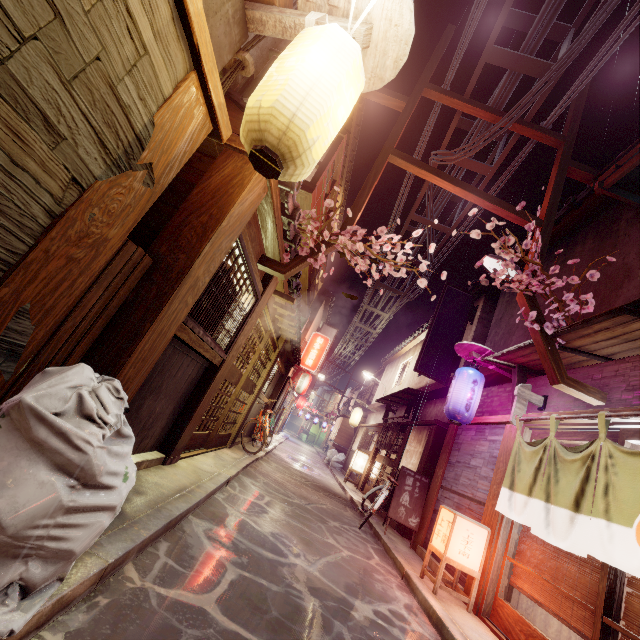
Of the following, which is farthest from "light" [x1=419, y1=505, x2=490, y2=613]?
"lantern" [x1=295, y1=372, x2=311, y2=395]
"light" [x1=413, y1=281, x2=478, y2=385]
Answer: "lantern" [x1=295, y1=372, x2=311, y2=395]

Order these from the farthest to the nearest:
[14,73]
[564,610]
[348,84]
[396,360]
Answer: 1. [396,360]
2. [564,610]
3. [348,84]
4. [14,73]

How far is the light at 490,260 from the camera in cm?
1089

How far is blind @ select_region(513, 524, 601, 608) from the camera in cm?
639

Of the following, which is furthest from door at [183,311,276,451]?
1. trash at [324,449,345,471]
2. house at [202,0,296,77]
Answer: trash at [324,449,345,471]

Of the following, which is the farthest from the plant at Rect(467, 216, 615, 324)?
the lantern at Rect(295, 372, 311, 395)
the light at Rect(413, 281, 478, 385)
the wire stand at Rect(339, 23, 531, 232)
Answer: the lantern at Rect(295, 372, 311, 395)

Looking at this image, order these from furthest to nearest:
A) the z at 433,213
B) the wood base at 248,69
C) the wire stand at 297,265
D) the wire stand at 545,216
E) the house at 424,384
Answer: the house at 424,384 < the z at 433,213 < the wire stand at 545,216 < the wire stand at 297,265 < the wood base at 248,69

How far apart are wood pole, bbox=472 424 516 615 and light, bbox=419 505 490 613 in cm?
20
